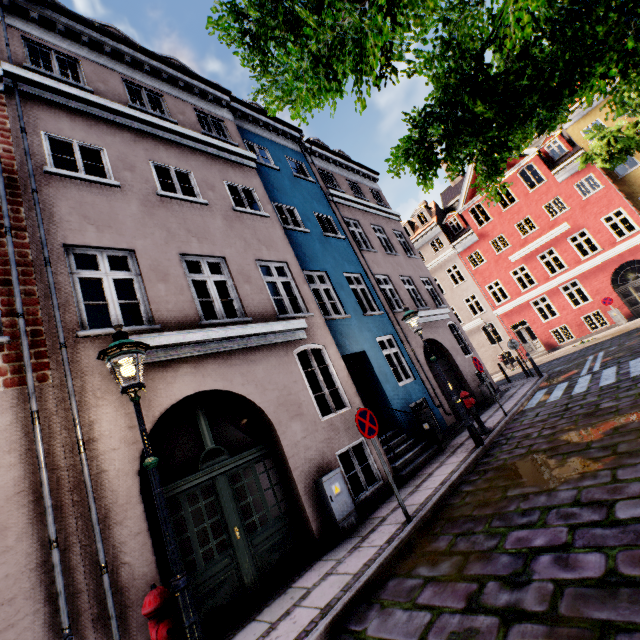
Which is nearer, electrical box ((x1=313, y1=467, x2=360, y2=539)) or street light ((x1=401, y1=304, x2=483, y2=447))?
electrical box ((x1=313, y1=467, x2=360, y2=539))

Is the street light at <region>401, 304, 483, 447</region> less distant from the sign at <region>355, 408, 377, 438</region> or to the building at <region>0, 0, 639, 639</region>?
the building at <region>0, 0, 639, 639</region>

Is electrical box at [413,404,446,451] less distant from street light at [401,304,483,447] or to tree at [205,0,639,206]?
street light at [401,304,483,447]

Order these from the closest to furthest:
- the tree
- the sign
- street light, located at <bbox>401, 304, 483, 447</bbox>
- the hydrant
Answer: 1. the tree
2. the hydrant
3. the sign
4. street light, located at <bbox>401, 304, 483, 447</bbox>

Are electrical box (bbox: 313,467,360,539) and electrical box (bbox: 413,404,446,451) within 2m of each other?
no

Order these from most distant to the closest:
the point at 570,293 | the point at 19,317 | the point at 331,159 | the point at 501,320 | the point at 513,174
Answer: the point at 570,293 → the point at 501,320 → the point at 513,174 → the point at 331,159 → the point at 19,317

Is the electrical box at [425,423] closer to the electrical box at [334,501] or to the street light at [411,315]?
the street light at [411,315]

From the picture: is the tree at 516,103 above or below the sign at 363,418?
above
